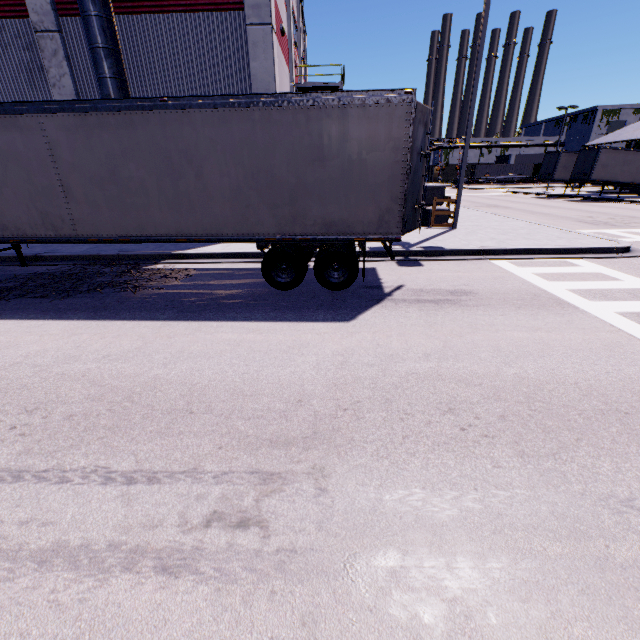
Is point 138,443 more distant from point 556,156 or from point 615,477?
point 556,156

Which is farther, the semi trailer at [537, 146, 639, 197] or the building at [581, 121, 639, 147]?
the building at [581, 121, 639, 147]

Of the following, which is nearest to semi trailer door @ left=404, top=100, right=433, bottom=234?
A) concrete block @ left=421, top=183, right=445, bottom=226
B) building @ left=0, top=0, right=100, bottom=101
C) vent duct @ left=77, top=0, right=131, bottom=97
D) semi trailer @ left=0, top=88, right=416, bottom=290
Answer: semi trailer @ left=0, top=88, right=416, bottom=290

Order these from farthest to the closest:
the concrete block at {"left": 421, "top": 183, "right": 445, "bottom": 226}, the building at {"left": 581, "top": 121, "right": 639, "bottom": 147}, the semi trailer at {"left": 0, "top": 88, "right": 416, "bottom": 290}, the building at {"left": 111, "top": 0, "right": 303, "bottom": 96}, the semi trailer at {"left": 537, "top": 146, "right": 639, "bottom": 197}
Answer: the building at {"left": 581, "top": 121, "right": 639, "bottom": 147} < the semi trailer at {"left": 537, "top": 146, "right": 639, "bottom": 197} < the concrete block at {"left": 421, "top": 183, "right": 445, "bottom": 226} < the building at {"left": 111, "top": 0, "right": 303, "bottom": 96} < the semi trailer at {"left": 0, "top": 88, "right": 416, "bottom": 290}

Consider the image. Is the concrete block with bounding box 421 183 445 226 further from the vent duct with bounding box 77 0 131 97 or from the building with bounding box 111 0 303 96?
the vent duct with bounding box 77 0 131 97

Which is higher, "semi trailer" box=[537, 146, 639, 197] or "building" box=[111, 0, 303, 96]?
"building" box=[111, 0, 303, 96]

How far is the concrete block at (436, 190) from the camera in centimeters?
1534cm

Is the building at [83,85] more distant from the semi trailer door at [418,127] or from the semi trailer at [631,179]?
the semi trailer door at [418,127]
